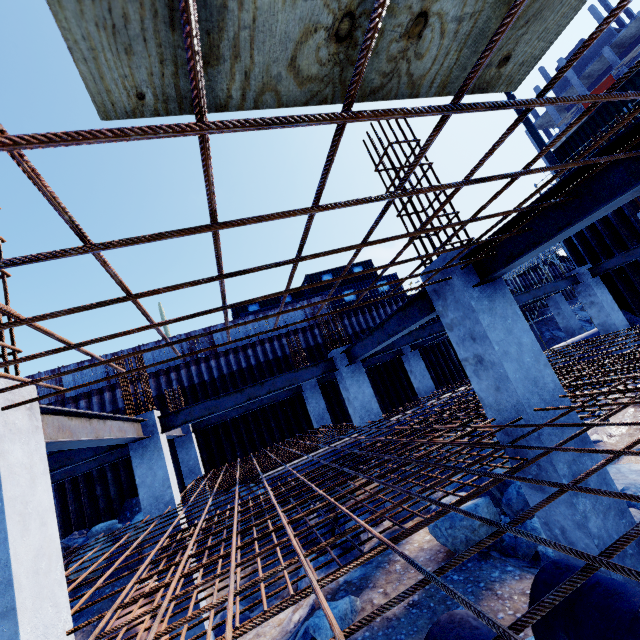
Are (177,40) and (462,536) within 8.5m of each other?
yes

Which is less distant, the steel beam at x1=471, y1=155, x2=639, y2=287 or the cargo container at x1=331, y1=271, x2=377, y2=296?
the steel beam at x1=471, y1=155, x2=639, y2=287

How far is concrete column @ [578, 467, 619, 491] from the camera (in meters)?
3.26

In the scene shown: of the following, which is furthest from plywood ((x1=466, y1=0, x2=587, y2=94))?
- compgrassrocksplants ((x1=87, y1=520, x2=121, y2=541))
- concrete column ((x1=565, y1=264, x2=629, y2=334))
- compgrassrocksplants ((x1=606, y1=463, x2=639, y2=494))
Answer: compgrassrocksplants ((x1=87, y1=520, x2=121, y2=541))

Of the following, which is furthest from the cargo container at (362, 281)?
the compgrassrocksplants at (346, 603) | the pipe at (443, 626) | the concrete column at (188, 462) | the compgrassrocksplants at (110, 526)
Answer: the pipe at (443, 626)

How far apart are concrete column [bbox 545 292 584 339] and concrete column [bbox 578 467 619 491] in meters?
17.1 m

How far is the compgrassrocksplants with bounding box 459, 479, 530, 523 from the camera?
5.6 meters

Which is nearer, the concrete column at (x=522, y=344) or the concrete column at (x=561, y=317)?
the concrete column at (x=522, y=344)
